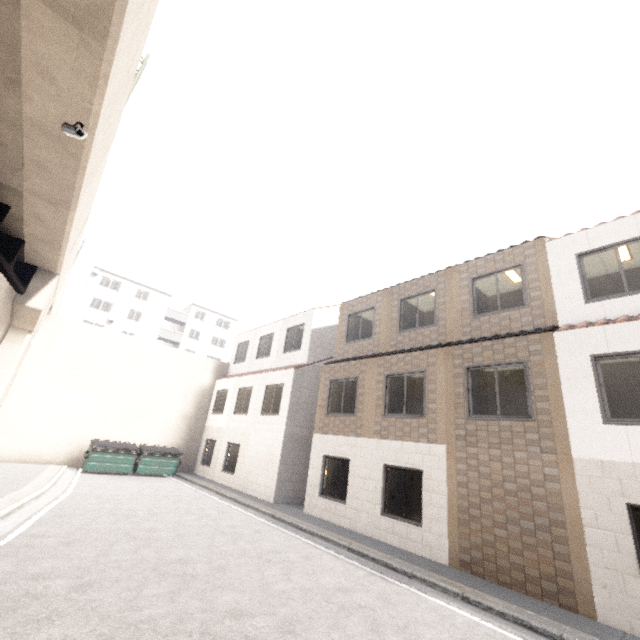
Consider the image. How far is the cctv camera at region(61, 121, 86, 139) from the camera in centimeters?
532cm

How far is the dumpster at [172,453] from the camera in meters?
15.4 m

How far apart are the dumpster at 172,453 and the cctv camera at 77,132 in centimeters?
1496cm

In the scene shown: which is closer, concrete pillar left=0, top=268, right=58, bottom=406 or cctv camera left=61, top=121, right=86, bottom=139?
cctv camera left=61, top=121, right=86, bottom=139

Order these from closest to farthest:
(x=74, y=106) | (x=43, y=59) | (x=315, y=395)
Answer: (x=43, y=59) → (x=74, y=106) → (x=315, y=395)

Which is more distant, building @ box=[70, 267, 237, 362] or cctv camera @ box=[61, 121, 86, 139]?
building @ box=[70, 267, 237, 362]

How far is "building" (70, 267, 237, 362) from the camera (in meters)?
39.03

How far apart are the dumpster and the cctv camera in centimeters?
1496cm
